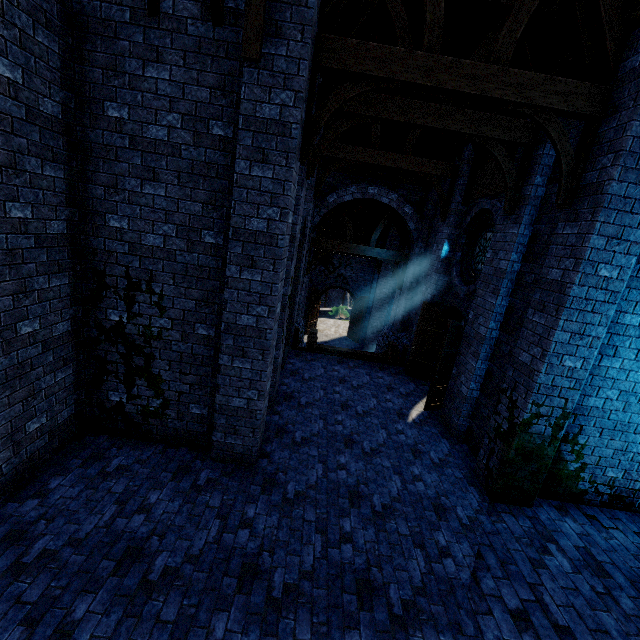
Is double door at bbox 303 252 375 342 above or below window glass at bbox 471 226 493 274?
below

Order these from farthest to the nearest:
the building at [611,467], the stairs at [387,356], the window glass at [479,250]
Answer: the stairs at [387,356], the window glass at [479,250], the building at [611,467]

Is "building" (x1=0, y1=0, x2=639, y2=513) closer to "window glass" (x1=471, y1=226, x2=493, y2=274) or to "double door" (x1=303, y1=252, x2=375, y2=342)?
"double door" (x1=303, y1=252, x2=375, y2=342)

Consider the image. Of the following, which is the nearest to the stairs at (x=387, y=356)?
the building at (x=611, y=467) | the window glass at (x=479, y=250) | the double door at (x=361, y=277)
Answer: the building at (x=611, y=467)

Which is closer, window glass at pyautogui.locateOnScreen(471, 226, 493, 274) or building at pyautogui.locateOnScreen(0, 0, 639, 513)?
building at pyautogui.locateOnScreen(0, 0, 639, 513)

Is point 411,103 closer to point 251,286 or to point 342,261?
point 251,286

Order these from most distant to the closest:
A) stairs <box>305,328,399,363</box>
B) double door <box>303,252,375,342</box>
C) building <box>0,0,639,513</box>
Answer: double door <box>303,252,375,342</box>
stairs <box>305,328,399,363</box>
building <box>0,0,639,513</box>

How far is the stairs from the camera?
11.5 meters
